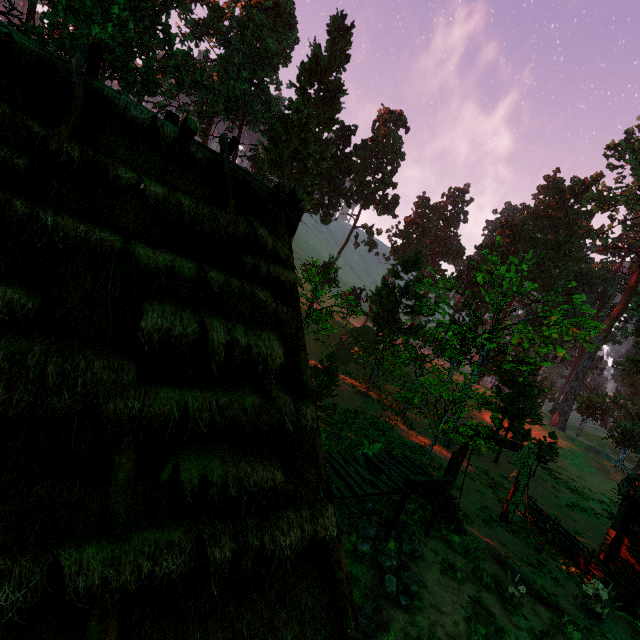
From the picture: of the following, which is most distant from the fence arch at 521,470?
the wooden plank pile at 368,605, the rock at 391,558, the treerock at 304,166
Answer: the wooden plank pile at 368,605

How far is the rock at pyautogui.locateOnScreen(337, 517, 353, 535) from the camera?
8.8 meters

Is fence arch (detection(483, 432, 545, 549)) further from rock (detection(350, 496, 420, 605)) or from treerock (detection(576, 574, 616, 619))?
rock (detection(350, 496, 420, 605))

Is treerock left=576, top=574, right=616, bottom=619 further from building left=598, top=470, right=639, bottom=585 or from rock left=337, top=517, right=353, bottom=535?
rock left=337, top=517, right=353, bottom=535

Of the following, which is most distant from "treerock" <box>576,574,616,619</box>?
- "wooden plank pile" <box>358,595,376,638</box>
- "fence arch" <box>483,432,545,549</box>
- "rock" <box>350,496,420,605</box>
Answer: "wooden plank pile" <box>358,595,376,638</box>

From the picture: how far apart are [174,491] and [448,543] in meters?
11.6

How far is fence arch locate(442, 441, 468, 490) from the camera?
13.5 meters

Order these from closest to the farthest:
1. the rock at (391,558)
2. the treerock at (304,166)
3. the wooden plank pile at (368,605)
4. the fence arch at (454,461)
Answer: the wooden plank pile at (368,605) → the rock at (391,558) → the fence arch at (454,461) → the treerock at (304,166)
